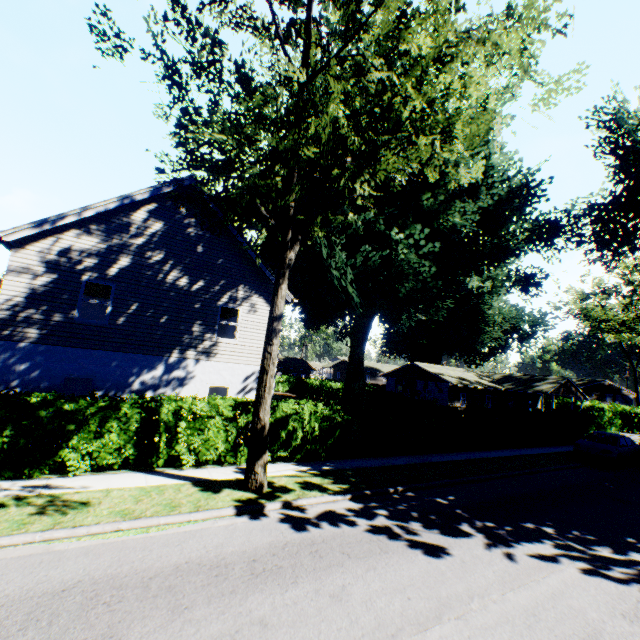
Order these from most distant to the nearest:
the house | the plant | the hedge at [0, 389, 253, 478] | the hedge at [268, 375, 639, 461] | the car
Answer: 1. the house
2. the car
3. the hedge at [268, 375, 639, 461]
4. the hedge at [0, 389, 253, 478]
5. the plant

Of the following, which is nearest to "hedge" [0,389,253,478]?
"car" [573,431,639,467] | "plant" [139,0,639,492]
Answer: "plant" [139,0,639,492]

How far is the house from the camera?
37.2 meters

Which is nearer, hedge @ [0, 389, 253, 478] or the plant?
the plant

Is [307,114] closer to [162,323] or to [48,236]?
[162,323]

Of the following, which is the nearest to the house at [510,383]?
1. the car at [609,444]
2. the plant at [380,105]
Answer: the plant at [380,105]

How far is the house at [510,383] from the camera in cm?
3719

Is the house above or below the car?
above
